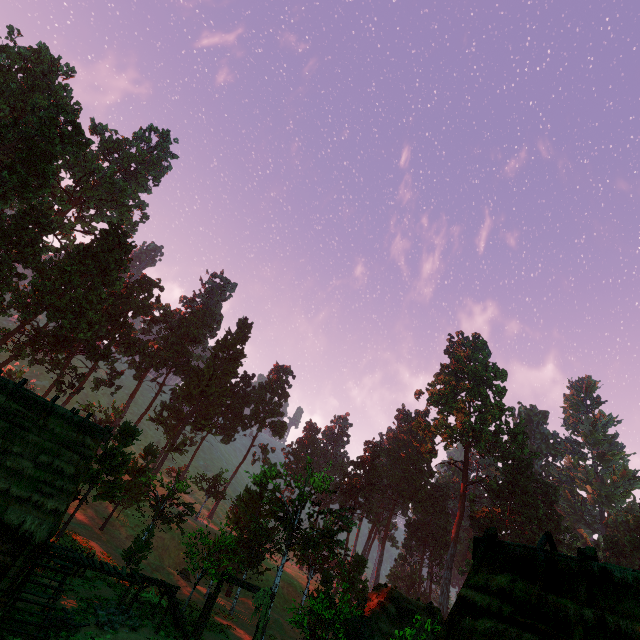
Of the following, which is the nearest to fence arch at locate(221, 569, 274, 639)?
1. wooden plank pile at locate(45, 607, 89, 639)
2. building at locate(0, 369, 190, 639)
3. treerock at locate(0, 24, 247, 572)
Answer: building at locate(0, 369, 190, 639)

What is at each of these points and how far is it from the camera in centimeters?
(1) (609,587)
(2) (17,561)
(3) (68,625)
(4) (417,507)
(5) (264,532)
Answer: (1) building, 642cm
(2) building, 1269cm
(3) wooden plank pile, 1395cm
(4) treerock, 5803cm
(5) treerock, 3034cm

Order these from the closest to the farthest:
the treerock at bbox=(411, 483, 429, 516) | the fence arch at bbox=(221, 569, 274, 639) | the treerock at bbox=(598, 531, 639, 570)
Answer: the fence arch at bbox=(221, 569, 274, 639)
the treerock at bbox=(598, 531, 639, 570)
the treerock at bbox=(411, 483, 429, 516)

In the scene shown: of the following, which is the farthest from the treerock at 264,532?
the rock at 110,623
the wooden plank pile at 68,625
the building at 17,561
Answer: the wooden plank pile at 68,625

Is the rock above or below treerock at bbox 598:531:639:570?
below

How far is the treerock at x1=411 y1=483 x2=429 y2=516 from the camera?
57.59m

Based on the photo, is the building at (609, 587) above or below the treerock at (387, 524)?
below

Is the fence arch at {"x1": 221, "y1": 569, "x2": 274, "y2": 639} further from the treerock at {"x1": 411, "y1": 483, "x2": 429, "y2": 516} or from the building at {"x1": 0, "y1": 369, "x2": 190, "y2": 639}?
the treerock at {"x1": 411, "y1": 483, "x2": 429, "y2": 516}
